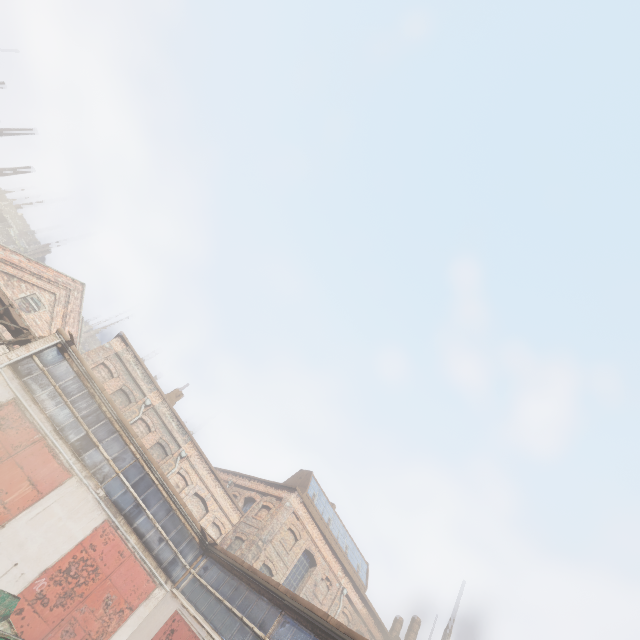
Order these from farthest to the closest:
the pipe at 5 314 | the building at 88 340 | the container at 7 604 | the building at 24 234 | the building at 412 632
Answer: the building at 88 340 → the building at 24 234 → the building at 412 632 → the pipe at 5 314 → the container at 7 604

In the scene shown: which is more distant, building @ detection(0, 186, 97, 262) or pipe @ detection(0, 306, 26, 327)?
building @ detection(0, 186, 97, 262)

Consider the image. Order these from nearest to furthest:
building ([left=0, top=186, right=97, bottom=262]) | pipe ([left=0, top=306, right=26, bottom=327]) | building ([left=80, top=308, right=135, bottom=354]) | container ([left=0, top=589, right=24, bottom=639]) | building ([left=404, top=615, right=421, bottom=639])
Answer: container ([left=0, top=589, right=24, bottom=639])
pipe ([left=0, top=306, right=26, bottom=327])
building ([left=404, top=615, right=421, bottom=639])
building ([left=0, top=186, right=97, bottom=262])
building ([left=80, top=308, right=135, bottom=354])

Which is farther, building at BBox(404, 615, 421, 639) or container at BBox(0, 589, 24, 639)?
building at BBox(404, 615, 421, 639)

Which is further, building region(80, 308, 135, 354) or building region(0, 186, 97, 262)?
building region(80, 308, 135, 354)

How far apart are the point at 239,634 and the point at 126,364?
17.4 meters

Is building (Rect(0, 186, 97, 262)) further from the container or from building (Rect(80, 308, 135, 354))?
the container

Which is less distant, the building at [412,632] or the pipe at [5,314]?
the pipe at [5,314]
